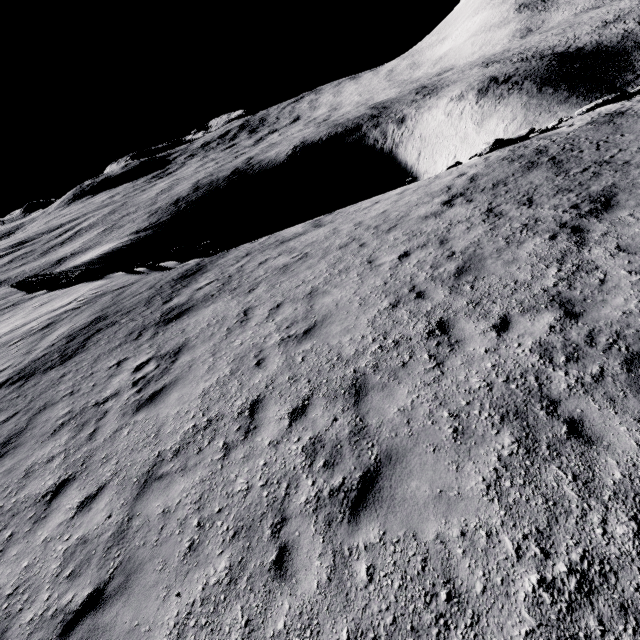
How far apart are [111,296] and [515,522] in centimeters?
1784cm

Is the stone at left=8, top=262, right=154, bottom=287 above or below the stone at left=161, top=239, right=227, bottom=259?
above

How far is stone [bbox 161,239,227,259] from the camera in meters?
18.9

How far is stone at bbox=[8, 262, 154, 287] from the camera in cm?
2169

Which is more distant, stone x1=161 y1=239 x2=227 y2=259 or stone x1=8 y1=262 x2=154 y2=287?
stone x1=8 y1=262 x2=154 y2=287

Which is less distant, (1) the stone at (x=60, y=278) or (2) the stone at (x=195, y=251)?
(2) the stone at (x=195, y=251)

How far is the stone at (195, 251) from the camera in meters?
18.9
